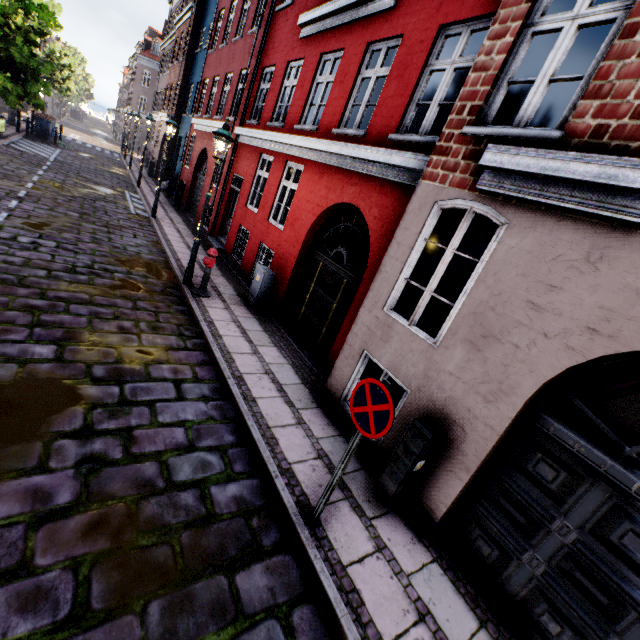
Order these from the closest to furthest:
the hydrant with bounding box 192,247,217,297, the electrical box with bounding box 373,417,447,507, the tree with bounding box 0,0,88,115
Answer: A:
1. the electrical box with bounding box 373,417,447,507
2. the hydrant with bounding box 192,247,217,297
3. the tree with bounding box 0,0,88,115

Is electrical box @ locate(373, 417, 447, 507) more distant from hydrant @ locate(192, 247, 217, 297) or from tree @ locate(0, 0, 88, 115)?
tree @ locate(0, 0, 88, 115)

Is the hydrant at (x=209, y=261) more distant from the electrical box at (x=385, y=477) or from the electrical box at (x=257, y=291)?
the electrical box at (x=385, y=477)

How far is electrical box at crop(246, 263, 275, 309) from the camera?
8.4 meters

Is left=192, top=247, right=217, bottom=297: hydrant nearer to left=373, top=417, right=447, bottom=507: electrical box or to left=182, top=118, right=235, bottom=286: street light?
left=182, top=118, right=235, bottom=286: street light

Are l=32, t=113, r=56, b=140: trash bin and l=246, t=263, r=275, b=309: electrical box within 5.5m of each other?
no

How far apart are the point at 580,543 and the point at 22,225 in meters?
12.1

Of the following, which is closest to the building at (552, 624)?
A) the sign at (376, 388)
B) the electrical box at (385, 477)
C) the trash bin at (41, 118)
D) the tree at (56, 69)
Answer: the electrical box at (385, 477)
